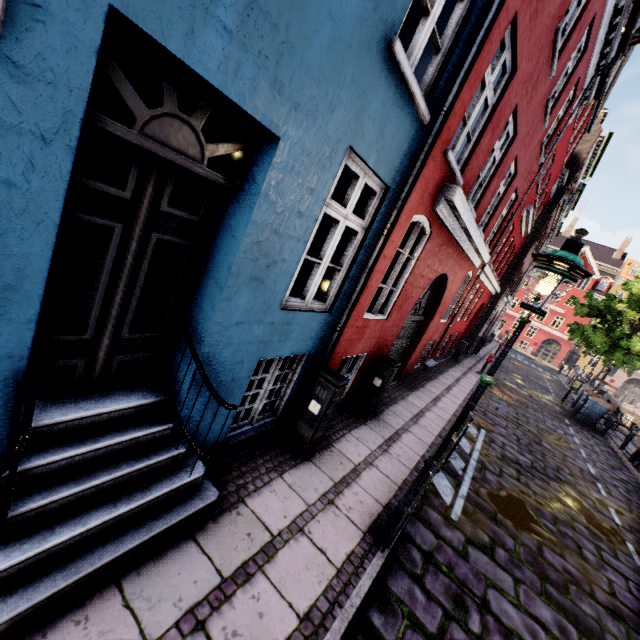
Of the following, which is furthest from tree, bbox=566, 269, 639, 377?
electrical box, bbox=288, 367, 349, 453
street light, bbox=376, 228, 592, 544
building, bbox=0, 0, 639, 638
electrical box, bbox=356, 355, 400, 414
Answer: electrical box, bbox=356, 355, 400, 414

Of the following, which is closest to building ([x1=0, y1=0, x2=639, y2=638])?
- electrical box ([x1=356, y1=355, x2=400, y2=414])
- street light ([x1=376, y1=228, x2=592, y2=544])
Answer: electrical box ([x1=356, y1=355, x2=400, y2=414])

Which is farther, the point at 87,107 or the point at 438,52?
the point at 87,107

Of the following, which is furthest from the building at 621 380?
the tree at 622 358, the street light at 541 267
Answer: the tree at 622 358

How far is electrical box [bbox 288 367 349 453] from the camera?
4.48m

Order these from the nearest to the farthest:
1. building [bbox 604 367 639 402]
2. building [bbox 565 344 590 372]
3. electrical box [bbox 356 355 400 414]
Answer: electrical box [bbox 356 355 400 414] < building [bbox 604 367 639 402] < building [bbox 565 344 590 372]

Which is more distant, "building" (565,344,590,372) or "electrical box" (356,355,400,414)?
"building" (565,344,590,372)

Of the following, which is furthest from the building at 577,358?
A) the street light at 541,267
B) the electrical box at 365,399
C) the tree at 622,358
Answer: the tree at 622,358
